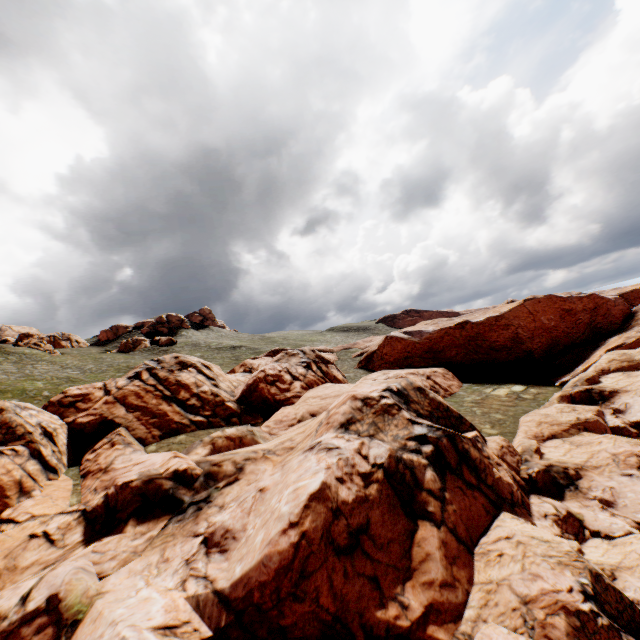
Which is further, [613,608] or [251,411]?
[251,411]
